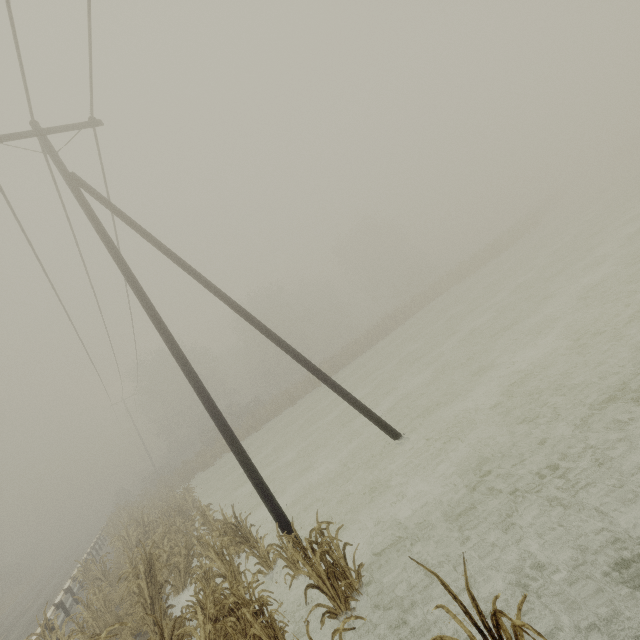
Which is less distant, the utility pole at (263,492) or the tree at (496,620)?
the tree at (496,620)

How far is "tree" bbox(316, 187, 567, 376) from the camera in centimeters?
3431cm

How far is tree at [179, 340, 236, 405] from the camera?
47.08m

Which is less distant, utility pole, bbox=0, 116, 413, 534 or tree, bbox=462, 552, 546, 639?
tree, bbox=462, 552, 546, 639

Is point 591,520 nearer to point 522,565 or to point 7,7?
point 522,565

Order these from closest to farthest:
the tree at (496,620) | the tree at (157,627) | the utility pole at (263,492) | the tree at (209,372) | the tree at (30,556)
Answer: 1. the tree at (496,620)
2. the tree at (157,627)
3. the utility pole at (263,492)
4. the tree at (30,556)
5. the tree at (209,372)

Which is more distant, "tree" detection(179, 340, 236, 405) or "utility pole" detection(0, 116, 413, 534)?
"tree" detection(179, 340, 236, 405)
